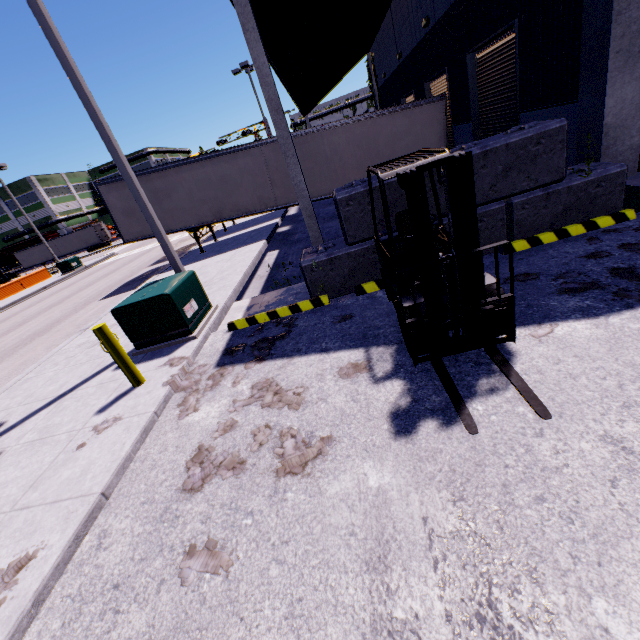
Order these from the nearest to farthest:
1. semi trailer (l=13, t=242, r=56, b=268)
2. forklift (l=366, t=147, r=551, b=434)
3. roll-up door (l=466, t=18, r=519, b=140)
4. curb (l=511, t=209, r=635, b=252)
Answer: forklift (l=366, t=147, r=551, b=434)
curb (l=511, t=209, r=635, b=252)
roll-up door (l=466, t=18, r=519, b=140)
semi trailer (l=13, t=242, r=56, b=268)

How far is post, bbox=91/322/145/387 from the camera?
5.0m

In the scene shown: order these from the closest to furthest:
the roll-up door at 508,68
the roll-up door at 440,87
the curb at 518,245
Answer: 1. the curb at 518,245
2. the roll-up door at 508,68
3. the roll-up door at 440,87

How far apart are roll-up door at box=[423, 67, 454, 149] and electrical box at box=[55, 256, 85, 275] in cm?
3107

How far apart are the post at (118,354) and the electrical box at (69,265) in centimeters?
3074cm

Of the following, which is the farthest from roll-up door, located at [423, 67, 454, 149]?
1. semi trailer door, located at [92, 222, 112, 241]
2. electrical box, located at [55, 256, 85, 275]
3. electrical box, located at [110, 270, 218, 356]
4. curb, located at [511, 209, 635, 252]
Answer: semi trailer door, located at [92, 222, 112, 241]

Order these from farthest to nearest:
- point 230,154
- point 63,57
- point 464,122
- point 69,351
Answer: point 230,154
point 464,122
point 69,351
point 63,57

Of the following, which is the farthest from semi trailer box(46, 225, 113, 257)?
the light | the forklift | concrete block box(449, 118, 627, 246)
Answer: the forklift
